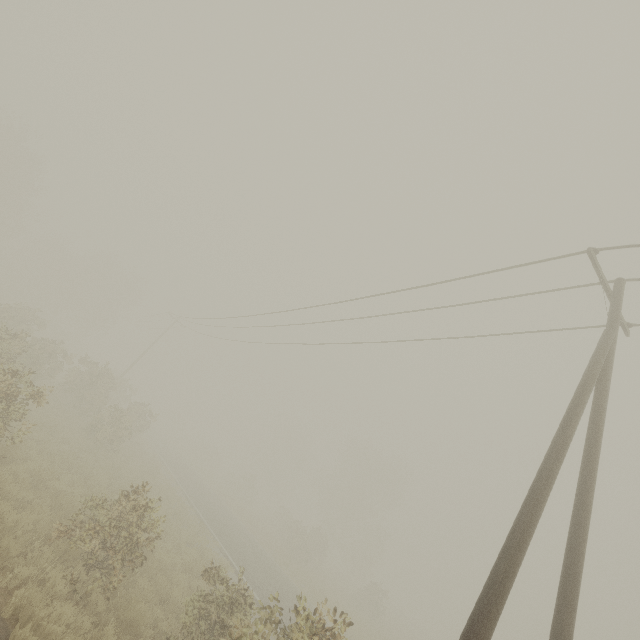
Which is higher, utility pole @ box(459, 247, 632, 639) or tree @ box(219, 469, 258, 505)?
utility pole @ box(459, 247, 632, 639)

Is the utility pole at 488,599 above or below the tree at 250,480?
above

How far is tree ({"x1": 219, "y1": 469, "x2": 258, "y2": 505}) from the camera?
42.8m

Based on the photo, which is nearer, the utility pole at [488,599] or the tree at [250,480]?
the utility pole at [488,599]

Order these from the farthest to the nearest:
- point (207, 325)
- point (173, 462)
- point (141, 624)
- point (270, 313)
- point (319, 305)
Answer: point (173, 462), point (207, 325), point (270, 313), point (319, 305), point (141, 624)

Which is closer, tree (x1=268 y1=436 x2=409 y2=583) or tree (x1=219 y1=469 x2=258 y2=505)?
tree (x1=268 y1=436 x2=409 y2=583)
